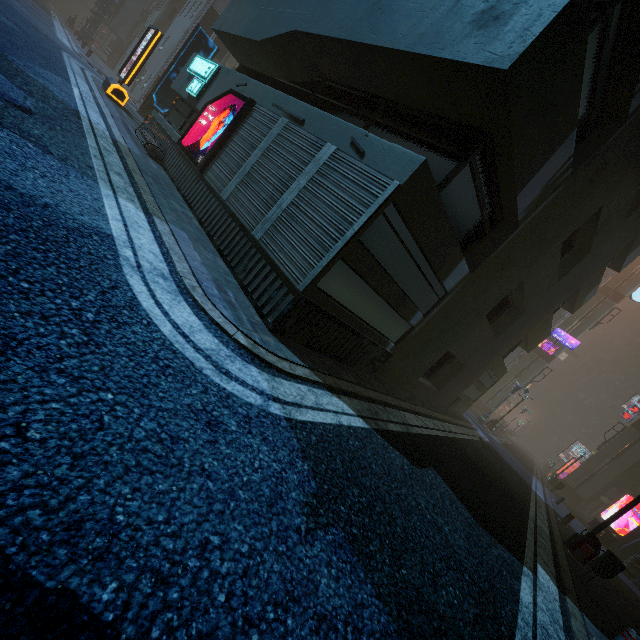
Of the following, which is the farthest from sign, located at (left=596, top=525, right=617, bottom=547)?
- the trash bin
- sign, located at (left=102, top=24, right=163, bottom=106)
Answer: sign, located at (left=102, top=24, right=163, bottom=106)

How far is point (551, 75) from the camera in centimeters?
490cm

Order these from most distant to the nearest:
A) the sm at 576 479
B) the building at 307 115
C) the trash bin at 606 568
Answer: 1. the sm at 576 479
2. the trash bin at 606 568
3. the building at 307 115

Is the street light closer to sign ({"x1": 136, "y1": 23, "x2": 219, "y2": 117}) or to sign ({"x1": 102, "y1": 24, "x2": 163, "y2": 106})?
sign ({"x1": 102, "y1": 24, "x2": 163, "y2": 106})

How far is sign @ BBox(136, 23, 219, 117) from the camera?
16.6 meters

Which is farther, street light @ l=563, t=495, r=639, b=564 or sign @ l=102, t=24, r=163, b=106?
sign @ l=102, t=24, r=163, b=106

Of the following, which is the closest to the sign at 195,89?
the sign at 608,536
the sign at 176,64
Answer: the sign at 176,64

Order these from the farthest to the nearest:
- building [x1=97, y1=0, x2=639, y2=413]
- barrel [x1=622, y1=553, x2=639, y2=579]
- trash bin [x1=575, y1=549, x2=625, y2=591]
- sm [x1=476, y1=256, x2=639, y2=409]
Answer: sm [x1=476, y1=256, x2=639, y2=409], barrel [x1=622, y1=553, x2=639, y2=579], trash bin [x1=575, y1=549, x2=625, y2=591], building [x1=97, y1=0, x2=639, y2=413]
